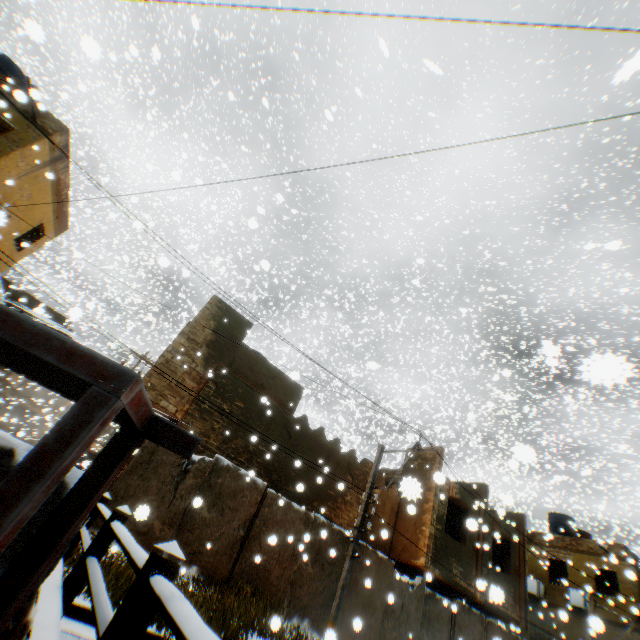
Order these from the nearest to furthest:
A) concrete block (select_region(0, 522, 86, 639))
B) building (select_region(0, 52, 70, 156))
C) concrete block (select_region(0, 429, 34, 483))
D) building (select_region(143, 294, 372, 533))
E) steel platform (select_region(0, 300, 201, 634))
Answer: steel platform (select_region(0, 300, 201, 634)) < concrete block (select_region(0, 522, 86, 639)) < concrete block (select_region(0, 429, 34, 483)) < building (select_region(0, 52, 70, 156)) < building (select_region(143, 294, 372, 533))

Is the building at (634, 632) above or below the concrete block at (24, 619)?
above

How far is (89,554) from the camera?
3.8 meters

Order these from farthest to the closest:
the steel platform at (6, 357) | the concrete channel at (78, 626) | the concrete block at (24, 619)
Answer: the concrete channel at (78, 626) < the concrete block at (24, 619) < the steel platform at (6, 357)

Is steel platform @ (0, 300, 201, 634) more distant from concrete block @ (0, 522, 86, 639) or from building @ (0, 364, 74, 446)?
building @ (0, 364, 74, 446)

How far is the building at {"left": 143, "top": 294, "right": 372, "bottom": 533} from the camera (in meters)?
11.60

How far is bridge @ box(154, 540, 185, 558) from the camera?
2.18m
